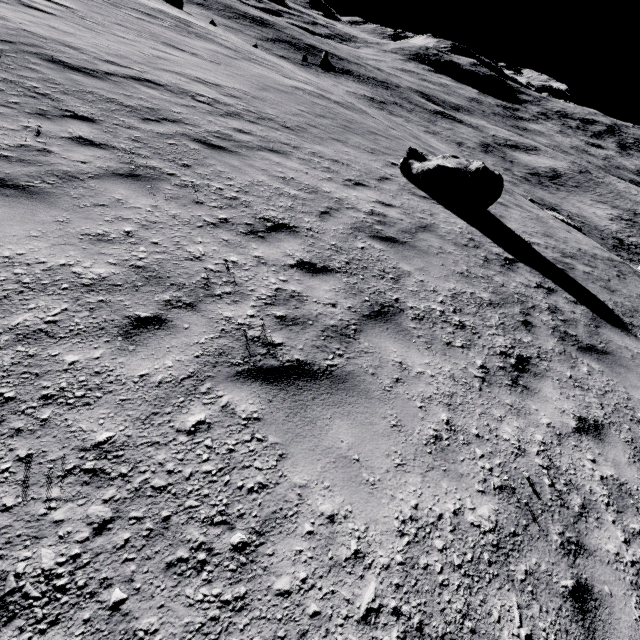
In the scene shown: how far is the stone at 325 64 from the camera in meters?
45.2

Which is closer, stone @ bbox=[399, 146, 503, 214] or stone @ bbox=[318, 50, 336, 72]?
stone @ bbox=[399, 146, 503, 214]

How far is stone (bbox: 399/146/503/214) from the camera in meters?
9.4

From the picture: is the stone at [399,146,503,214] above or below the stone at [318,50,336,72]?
above

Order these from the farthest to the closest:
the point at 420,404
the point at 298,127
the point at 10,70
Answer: the point at 298,127 → the point at 10,70 → the point at 420,404

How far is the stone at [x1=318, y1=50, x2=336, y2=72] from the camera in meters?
45.2

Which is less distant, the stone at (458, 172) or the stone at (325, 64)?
the stone at (458, 172)
